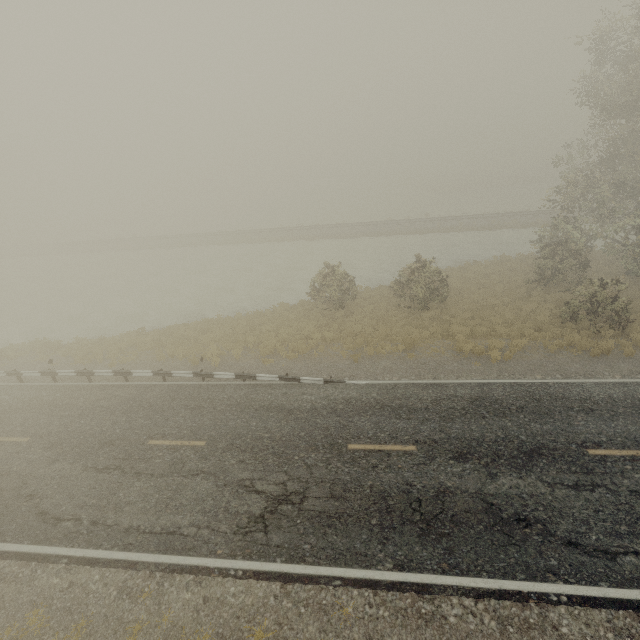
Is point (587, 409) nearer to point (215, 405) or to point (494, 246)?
point (215, 405)
